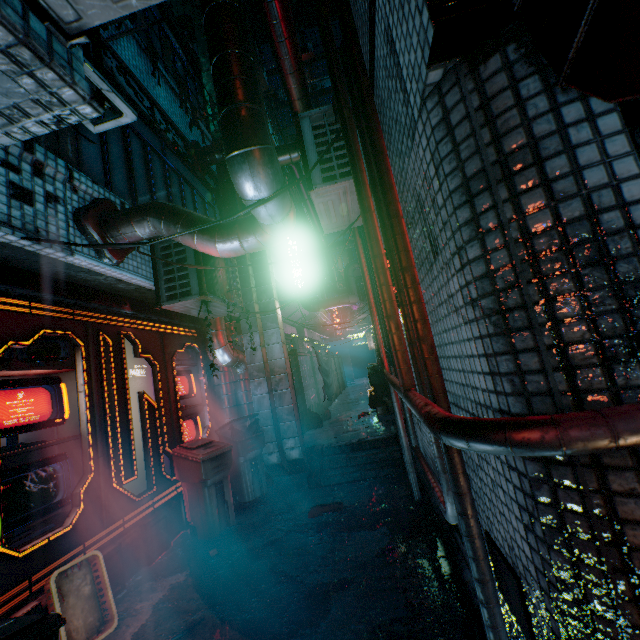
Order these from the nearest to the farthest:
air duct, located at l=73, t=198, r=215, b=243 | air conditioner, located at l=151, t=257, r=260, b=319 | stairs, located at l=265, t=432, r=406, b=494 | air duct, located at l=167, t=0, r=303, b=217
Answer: air duct, located at l=167, t=0, r=303, b=217 < air duct, located at l=73, t=198, r=215, b=243 < air conditioner, located at l=151, t=257, r=260, b=319 < stairs, located at l=265, t=432, r=406, b=494

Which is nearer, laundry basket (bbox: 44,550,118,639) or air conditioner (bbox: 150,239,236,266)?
laundry basket (bbox: 44,550,118,639)

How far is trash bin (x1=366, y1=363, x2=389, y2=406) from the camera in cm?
796

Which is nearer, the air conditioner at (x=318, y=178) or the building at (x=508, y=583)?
the building at (x=508, y=583)

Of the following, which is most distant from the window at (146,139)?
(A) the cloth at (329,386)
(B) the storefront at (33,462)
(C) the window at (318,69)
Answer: (C) the window at (318,69)

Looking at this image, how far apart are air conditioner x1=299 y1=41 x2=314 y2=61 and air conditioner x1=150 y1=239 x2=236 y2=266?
27.0m

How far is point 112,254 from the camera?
3.1m
